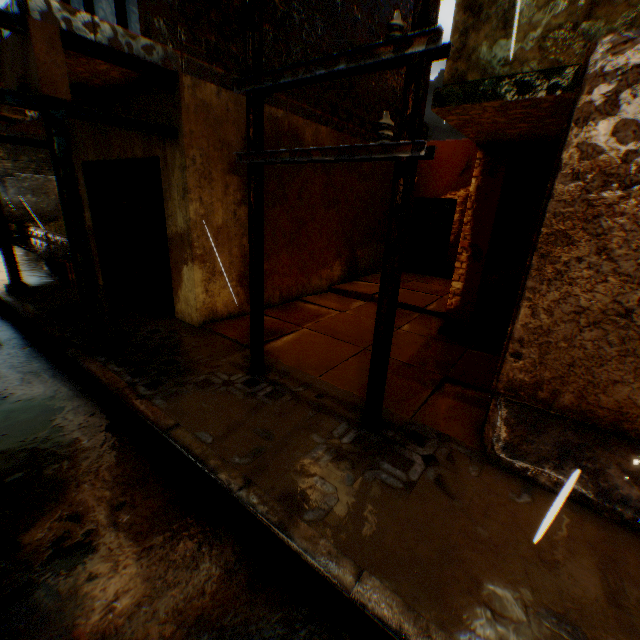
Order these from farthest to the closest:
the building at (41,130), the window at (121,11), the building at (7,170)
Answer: the building at (7,170), the window at (121,11), the building at (41,130)

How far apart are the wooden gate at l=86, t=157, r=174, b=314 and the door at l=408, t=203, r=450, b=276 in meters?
8.0

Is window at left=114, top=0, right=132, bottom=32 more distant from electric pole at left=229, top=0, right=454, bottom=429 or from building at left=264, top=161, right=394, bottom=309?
electric pole at left=229, top=0, right=454, bottom=429

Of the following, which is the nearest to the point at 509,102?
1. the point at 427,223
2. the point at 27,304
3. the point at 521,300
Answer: the point at 521,300

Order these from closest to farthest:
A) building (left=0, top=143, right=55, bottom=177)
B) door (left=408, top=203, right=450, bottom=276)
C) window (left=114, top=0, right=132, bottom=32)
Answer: window (left=114, top=0, right=132, bottom=32) → door (left=408, top=203, right=450, bottom=276) → building (left=0, top=143, right=55, bottom=177)

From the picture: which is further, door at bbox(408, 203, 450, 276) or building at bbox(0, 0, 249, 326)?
door at bbox(408, 203, 450, 276)

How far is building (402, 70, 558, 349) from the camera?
5.06m

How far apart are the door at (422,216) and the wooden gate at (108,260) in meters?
8.0 m
